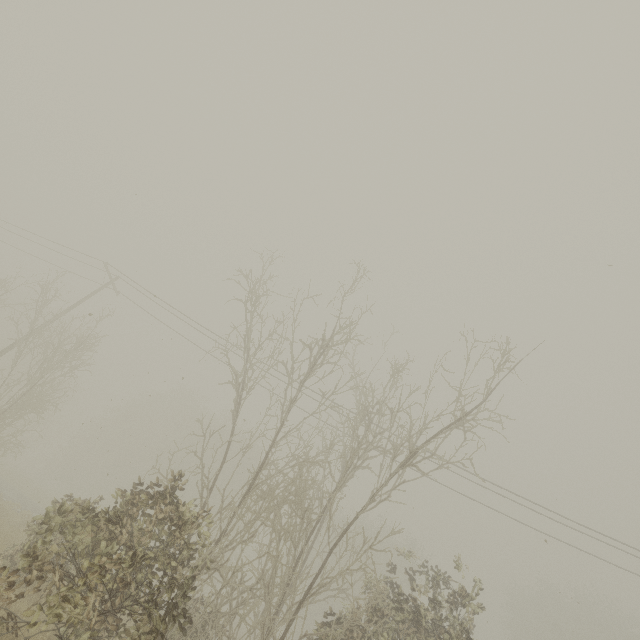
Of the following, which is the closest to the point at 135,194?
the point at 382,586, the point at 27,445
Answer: the point at 382,586
